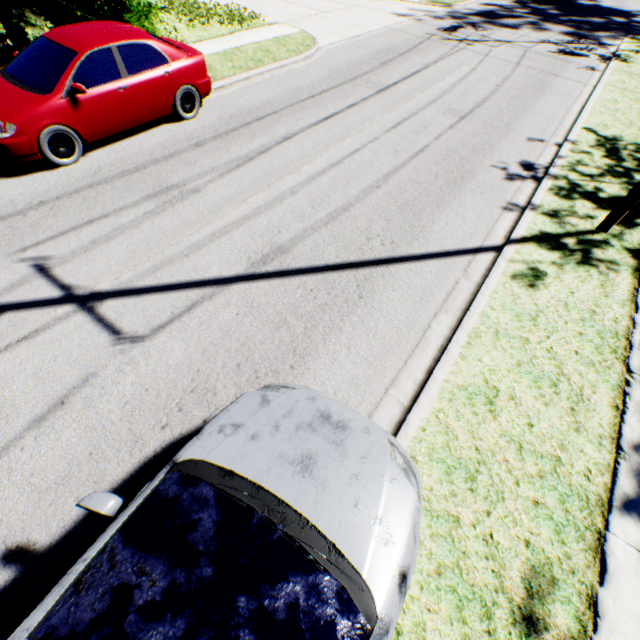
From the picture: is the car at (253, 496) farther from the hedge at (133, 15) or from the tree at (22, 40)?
the hedge at (133, 15)

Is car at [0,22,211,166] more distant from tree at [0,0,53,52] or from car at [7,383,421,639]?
car at [7,383,421,639]

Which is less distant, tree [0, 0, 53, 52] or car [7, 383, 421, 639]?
car [7, 383, 421, 639]

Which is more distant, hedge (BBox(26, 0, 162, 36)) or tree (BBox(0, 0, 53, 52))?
hedge (BBox(26, 0, 162, 36))

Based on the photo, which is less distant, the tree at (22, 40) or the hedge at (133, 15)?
the tree at (22, 40)

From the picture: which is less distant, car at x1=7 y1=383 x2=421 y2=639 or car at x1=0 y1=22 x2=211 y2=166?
car at x1=7 y1=383 x2=421 y2=639

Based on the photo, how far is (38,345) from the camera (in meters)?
3.99

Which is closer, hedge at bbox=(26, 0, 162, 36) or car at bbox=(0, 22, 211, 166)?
car at bbox=(0, 22, 211, 166)
